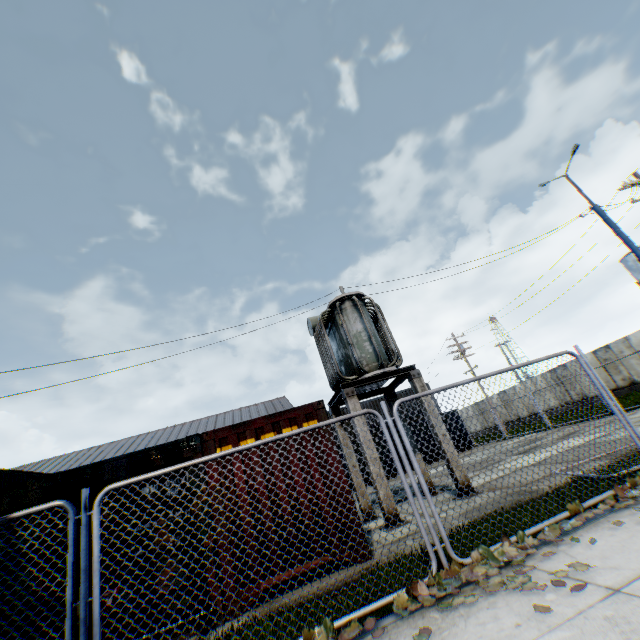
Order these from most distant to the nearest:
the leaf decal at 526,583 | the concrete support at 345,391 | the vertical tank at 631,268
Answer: the vertical tank at 631,268, the concrete support at 345,391, the leaf decal at 526,583

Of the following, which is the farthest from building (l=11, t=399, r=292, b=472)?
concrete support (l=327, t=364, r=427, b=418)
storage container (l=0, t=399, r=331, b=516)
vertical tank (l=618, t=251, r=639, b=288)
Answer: vertical tank (l=618, t=251, r=639, b=288)

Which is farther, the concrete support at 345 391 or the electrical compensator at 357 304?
the electrical compensator at 357 304

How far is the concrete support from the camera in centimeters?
897cm

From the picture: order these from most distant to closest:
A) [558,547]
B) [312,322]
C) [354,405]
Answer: [312,322] < [354,405] < [558,547]

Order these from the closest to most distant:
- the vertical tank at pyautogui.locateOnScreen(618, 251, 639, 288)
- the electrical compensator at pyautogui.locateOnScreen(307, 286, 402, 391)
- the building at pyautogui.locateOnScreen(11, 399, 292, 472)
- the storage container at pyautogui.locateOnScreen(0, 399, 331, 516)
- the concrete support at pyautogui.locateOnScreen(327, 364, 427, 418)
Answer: the storage container at pyautogui.locateOnScreen(0, 399, 331, 516), the concrete support at pyautogui.locateOnScreen(327, 364, 427, 418), the electrical compensator at pyautogui.locateOnScreen(307, 286, 402, 391), the vertical tank at pyautogui.locateOnScreen(618, 251, 639, 288), the building at pyautogui.locateOnScreen(11, 399, 292, 472)

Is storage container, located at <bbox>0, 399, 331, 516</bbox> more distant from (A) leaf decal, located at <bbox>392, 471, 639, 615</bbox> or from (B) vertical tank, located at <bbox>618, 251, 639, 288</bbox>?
(B) vertical tank, located at <bbox>618, 251, 639, 288</bbox>

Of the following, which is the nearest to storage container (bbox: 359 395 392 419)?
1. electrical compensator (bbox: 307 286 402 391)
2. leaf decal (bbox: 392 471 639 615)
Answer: electrical compensator (bbox: 307 286 402 391)
